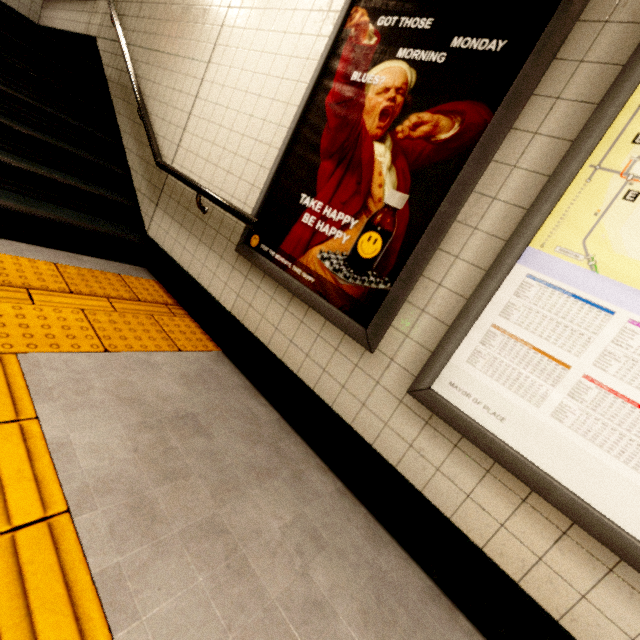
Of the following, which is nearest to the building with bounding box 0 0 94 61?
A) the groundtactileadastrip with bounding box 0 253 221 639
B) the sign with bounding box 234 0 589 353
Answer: the groundtactileadastrip with bounding box 0 253 221 639

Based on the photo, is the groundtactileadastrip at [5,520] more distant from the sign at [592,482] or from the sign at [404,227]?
the sign at [592,482]

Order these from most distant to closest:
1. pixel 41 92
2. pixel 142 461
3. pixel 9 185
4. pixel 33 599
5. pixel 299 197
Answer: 1. pixel 41 92
2. pixel 9 185
3. pixel 299 197
4. pixel 142 461
5. pixel 33 599

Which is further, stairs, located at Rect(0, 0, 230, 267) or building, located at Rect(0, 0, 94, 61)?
building, located at Rect(0, 0, 94, 61)

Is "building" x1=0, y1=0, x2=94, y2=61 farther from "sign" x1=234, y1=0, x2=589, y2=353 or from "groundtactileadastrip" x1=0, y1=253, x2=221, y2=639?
"sign" x1=234, y1=0, x2=589, y2=353

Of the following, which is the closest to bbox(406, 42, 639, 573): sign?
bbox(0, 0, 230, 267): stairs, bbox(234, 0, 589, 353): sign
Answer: bbox(234, 0, 589, 353): sign

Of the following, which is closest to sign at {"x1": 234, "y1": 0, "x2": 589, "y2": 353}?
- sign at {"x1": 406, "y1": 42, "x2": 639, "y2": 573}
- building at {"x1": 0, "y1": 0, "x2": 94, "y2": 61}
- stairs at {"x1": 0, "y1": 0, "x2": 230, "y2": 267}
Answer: sign at {"x1": 406, "y1": 42, "x2": 639, "y2": 573}

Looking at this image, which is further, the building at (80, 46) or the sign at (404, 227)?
the building at (80, 46)
